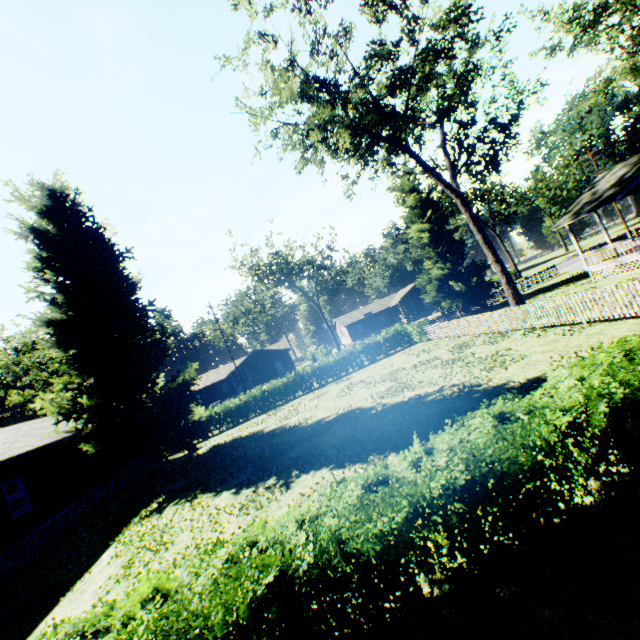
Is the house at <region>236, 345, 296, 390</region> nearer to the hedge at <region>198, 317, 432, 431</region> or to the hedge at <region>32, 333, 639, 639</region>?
the hedge at <region>198, 317, 432, 431</region>

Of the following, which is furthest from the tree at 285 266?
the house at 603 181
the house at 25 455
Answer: the house at 603 181

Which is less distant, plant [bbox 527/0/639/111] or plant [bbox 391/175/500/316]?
plant [bbox 527/0/639/111]

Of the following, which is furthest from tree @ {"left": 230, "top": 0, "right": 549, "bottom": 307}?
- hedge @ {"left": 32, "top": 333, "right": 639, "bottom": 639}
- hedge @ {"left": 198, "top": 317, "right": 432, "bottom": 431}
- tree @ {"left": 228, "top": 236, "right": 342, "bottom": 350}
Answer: tree @ {"left": 228, "top": 236, "right": 342, "bottom": 350}

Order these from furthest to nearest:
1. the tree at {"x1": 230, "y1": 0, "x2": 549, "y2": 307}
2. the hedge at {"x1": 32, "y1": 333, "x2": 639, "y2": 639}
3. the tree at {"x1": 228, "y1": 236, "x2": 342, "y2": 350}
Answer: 1. the tree at {"x1": 228, "y1": 236, "x2": 342, "y2": 350}
2. the tree at {"x1": 230, "y1": 0, "x2": 549, "y2": 307}
3. the hedge at {"x1": 32, "y1": 333, "x2": 639, "y2": 639}

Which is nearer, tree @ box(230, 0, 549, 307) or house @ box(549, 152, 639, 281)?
tree @ box(230, 0, 549, 307)

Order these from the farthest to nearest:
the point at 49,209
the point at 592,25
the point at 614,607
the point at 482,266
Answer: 1. the point at 482,266
2. the point at 592,25
3. the point at 49,209
4. the point at 614,607

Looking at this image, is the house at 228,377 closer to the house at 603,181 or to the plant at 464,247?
the plant at 464,247
